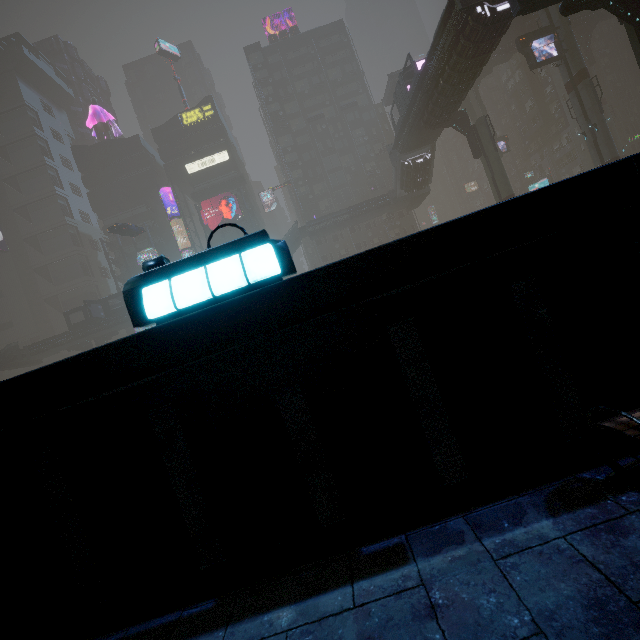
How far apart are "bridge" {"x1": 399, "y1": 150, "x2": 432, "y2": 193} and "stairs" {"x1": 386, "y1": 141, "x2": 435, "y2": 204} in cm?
1

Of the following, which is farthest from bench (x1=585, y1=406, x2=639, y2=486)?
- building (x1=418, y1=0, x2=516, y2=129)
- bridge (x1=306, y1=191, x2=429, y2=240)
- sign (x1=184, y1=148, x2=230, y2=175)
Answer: sign (x1=184, y1=148, x2=230, y2=175)

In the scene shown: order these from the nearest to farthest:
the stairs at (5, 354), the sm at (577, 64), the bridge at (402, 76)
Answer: the bridge at (402, 76), the sm at (577, 64), the stairs at (5, 354)

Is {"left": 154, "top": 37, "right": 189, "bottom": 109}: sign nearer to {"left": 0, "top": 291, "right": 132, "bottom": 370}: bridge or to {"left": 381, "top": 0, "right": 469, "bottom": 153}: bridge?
{"left": 0, "top": 291, "right": 132, "bottom": 370}: bridge

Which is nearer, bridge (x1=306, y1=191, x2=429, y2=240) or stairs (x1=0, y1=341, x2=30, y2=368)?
stairs (x1=0, y1=341, x2=30, y2=368)

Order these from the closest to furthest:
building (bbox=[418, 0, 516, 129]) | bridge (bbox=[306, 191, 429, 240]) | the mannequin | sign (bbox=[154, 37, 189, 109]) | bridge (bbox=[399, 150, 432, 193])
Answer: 1. building (bbox=[418, 0, 516, 129])
2. bridge (bbox=[399, 150, 432, 193])
3. bridge (bbox=[306, 191, 429, 240])
4. sign (bbox=[154, 37, 189, 109])
5. the mannequin

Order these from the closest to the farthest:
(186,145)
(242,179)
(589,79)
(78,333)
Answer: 1. (589,79)
2. (78,333)
3. (242,179)
4. (186,145)

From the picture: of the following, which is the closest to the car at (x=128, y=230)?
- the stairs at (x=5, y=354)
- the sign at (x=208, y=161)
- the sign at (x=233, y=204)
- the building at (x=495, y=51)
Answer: the building at (x=495, y=51)
